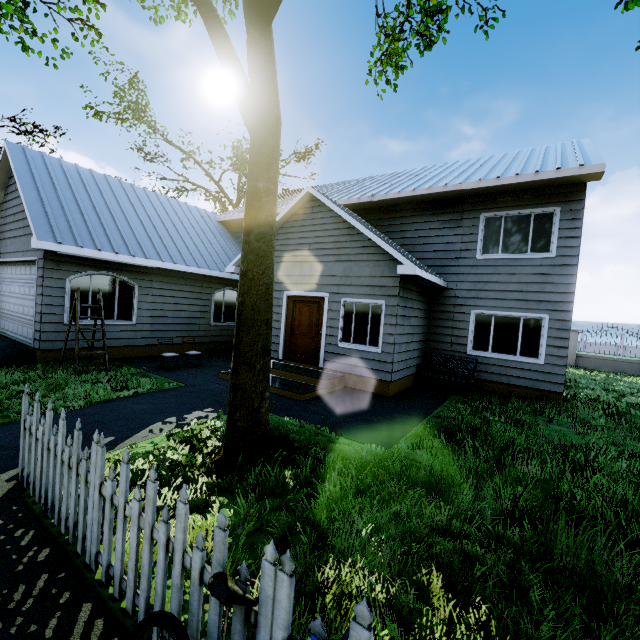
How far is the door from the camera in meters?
9.7 m

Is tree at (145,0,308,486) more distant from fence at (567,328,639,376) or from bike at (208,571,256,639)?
bike at (208,571,256,639)

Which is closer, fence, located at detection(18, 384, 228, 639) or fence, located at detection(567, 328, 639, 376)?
fence, located at detection(18, 384, 228, 639)

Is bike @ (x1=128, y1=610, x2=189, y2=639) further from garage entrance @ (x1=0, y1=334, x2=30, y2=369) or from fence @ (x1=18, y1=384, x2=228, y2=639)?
garage entrance @ (x1=0, y1=334, x2=30, y2=369)

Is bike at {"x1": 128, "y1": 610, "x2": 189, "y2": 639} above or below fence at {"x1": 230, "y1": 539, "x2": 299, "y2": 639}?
below

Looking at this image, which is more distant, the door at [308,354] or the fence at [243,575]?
the door at [308,354]

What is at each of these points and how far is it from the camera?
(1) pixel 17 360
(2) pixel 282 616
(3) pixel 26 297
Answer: (1) garage entrance, 8.6 meters
(2) fence, 1.5 meters
(3) garage door, 9.9 meters

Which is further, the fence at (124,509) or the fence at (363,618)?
the fence at (124,509)
